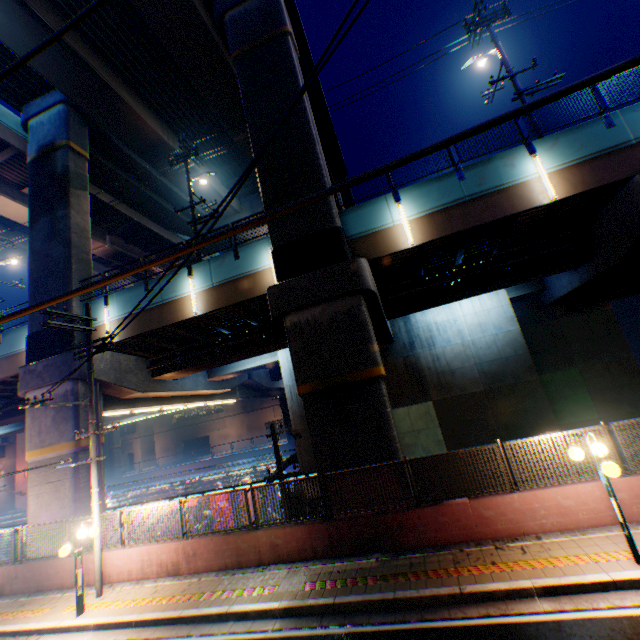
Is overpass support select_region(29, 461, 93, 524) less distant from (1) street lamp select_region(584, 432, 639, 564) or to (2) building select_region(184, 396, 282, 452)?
(1) street lamp select_region(584, 432, 639, 564)

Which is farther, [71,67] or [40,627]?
[71,67]

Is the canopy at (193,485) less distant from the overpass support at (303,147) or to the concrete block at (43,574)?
the overpass support at (303,147)

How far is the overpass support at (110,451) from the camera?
49.4m

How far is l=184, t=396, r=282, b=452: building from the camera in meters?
56.3 m

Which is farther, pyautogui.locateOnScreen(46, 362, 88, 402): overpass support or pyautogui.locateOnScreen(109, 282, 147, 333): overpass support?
pyautogui.locateOnScreen(109, 282, 147, 333): overpass support

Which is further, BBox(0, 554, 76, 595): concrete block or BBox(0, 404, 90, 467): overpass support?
BBox(0, 404, 90, 467): overpass support
